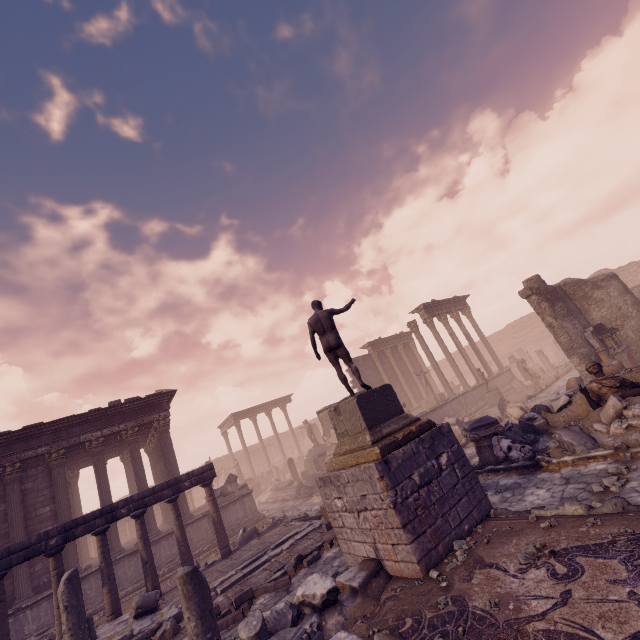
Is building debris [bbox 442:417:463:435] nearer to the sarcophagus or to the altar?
the sarcophagus

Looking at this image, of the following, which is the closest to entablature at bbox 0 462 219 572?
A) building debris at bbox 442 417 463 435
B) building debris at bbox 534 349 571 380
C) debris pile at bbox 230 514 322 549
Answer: debris pile at bbox 230 514 322 549

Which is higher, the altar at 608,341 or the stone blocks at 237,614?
the altar at 608,341

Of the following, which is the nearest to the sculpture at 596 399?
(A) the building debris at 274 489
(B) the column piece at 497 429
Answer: (B) the column piece at 497 429

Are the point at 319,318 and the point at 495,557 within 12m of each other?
yes

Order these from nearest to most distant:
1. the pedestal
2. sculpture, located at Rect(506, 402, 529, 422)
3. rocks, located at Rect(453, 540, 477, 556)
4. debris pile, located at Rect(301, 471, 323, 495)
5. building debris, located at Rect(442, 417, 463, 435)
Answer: rocks, located at Rect(453, 540, 477, 556) < the pedestal < sculpture, located at Rect(506, 402, 529, 422) < building debris, located at Rect(442, 417, 463, 435) < debris pile, located at Rect(301, 471, 323, 495)

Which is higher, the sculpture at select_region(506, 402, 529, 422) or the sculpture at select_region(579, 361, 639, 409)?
the sculpture at select_region(579, 361, 639, 409)

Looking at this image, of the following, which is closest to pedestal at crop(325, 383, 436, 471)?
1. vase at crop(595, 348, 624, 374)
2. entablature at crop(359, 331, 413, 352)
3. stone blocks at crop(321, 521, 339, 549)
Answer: stone blocks at crop(321, 521, 339, 549)
